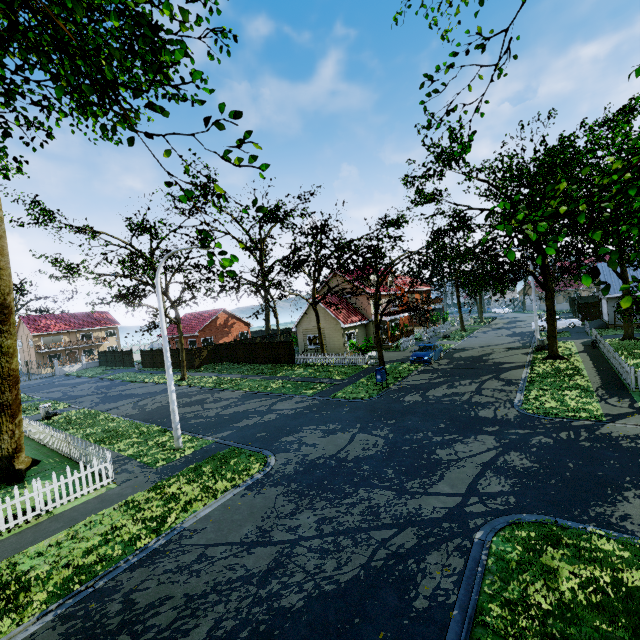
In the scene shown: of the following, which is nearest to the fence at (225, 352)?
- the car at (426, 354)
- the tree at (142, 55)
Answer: the tree at (142, 55)

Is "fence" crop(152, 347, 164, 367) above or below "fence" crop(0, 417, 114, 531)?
above

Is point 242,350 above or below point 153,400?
above

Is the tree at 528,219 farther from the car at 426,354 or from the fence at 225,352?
the car at 426,354

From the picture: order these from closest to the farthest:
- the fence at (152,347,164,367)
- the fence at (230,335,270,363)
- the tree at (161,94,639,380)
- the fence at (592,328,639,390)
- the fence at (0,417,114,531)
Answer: the tree at (161,94,639,380), the fence at (0,417,114,531), the fence at (592,328,639,390), the fence at (230,335,270,363), the fence at (152,347,164,367)

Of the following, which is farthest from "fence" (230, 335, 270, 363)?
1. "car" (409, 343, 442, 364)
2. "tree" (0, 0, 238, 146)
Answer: "car" (409, 343, 442, 364)
